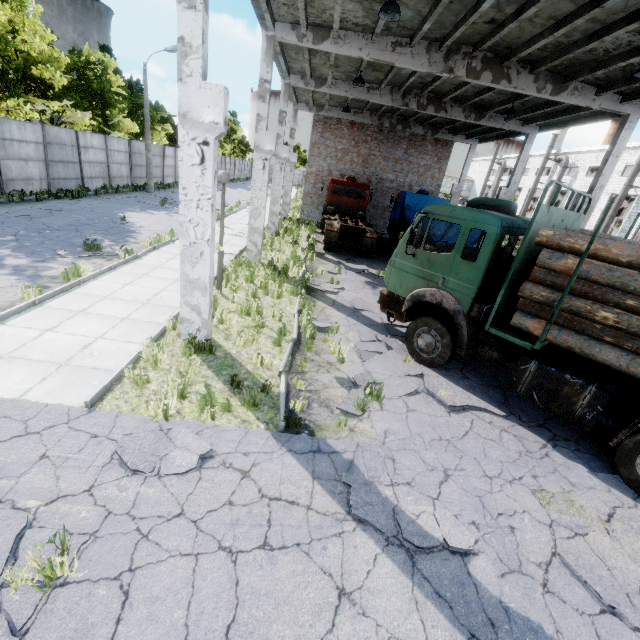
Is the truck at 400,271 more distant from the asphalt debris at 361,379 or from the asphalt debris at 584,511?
the asphalt debris at 584,511

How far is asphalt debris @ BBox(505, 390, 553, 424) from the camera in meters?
6.5

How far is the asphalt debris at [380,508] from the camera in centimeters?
404cm

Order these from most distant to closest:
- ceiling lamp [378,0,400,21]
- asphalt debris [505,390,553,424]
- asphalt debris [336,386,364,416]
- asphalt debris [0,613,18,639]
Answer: ceiling lamp [378,0,400,21] → asphalt debris [505,390,553,424] → asphalt debris [336,386,364,416] → asphalt debris [0,613,18,639]

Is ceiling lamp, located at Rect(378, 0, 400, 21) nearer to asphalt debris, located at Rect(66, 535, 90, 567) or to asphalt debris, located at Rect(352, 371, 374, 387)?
asphalt debris, located at Rect(352, 371, 374, 387)

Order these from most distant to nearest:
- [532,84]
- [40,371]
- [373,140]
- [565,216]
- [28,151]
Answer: [373,140], [28,151], [532,84], [565,216], [40,371]

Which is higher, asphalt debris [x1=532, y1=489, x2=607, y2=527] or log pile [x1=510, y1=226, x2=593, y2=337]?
log pile [x1=510, y1=226, x2=593, y2=337]

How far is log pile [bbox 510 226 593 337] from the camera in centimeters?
521cm
